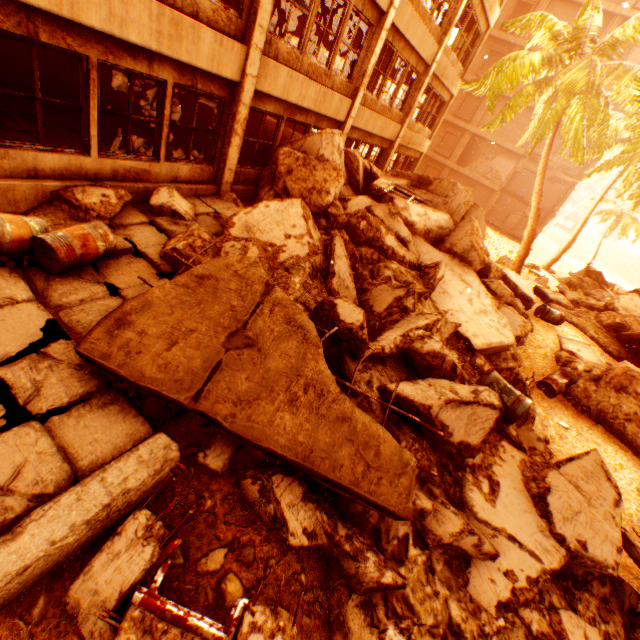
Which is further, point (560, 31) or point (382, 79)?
point (560, 31)

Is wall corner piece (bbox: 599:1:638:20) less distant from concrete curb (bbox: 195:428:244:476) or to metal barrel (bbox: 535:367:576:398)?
metal barrel (bbox: 535:367:576:398)

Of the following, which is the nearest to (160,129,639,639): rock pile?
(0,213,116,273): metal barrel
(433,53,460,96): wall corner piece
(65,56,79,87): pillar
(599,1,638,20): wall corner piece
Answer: (0,213,116,273): metal barrel

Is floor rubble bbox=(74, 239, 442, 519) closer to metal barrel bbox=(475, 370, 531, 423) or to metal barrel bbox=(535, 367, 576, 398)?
metal barrel bbox=(475, 370, 531, 423)

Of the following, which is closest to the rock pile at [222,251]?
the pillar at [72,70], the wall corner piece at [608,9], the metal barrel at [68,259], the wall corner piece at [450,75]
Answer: the metal barrel at [68,259]

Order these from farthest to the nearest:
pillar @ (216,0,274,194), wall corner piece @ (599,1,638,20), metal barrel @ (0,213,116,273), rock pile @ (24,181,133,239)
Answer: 1. wall corner piece @ (599,1,638,20)
2. pillar @ (216,0,274,194)
3. rock pile @ (24,181,133,239)
4. metal barrel @ (0,213,116,273)

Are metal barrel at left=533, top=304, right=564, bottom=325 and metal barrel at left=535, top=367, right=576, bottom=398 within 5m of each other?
yes

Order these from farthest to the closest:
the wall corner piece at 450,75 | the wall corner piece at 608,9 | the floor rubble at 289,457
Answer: the wall corner piece at 608,9
the wall corner piece at 450,75
the floor rubble at 289,457
